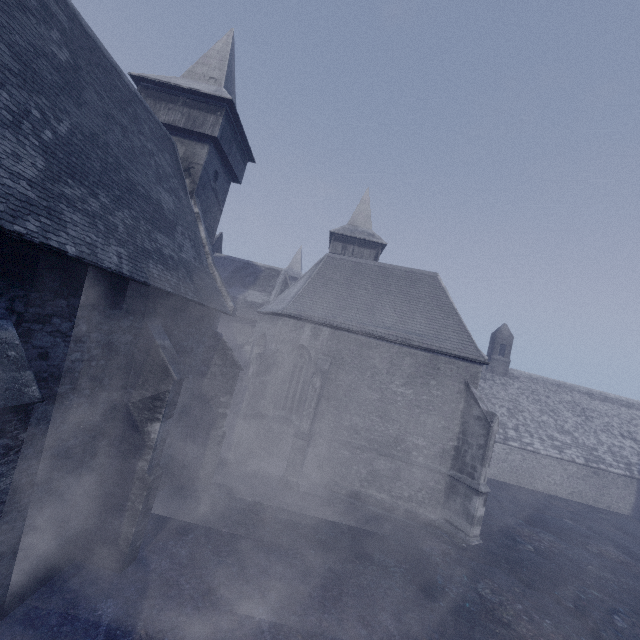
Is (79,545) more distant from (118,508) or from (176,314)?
(176,314)
